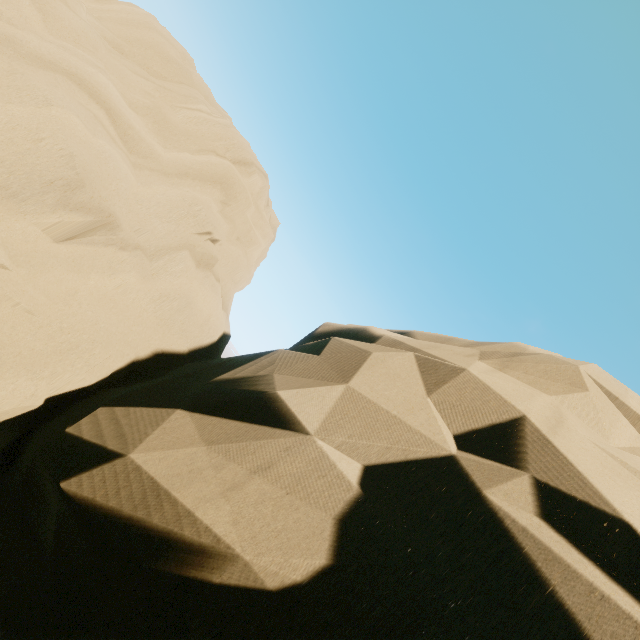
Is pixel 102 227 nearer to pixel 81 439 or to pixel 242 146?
pixel 81 439
